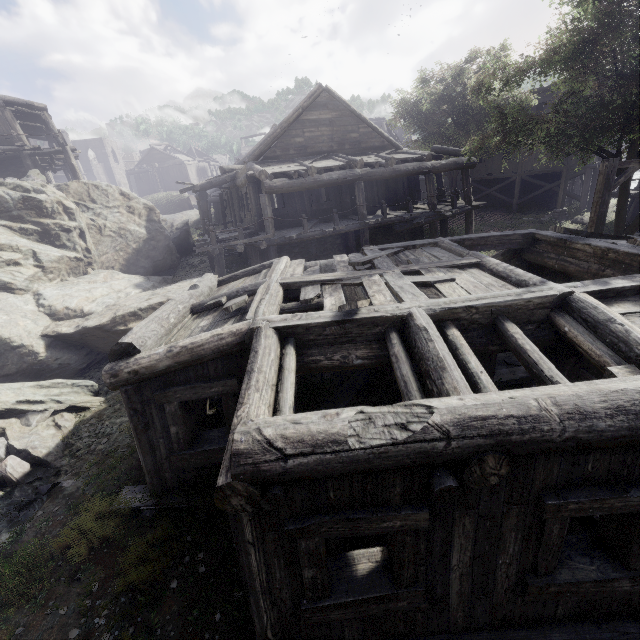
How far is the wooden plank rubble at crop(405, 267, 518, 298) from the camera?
5.2m

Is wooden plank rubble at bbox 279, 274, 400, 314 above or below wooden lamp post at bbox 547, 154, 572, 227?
above

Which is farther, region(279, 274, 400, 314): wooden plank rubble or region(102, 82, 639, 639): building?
region(279, 274, 400, 314): wooden plank rubble

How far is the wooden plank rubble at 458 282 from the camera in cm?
525

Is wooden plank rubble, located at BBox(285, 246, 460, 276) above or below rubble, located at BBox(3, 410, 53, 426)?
above

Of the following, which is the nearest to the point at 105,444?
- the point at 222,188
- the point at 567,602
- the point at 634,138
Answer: the point at 567,602

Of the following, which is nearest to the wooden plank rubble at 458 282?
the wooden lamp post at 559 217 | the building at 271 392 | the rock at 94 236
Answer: the building at 271 392
